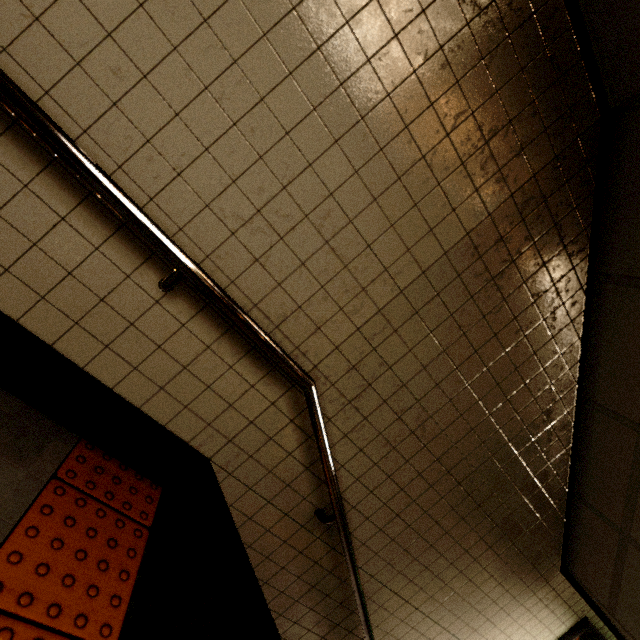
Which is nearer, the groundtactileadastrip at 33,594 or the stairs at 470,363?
the groundtactileadastrip at 33,594

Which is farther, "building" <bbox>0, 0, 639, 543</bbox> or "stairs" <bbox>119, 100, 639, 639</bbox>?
"stairs" <bbox>119, 100, 639, 639</bbox>

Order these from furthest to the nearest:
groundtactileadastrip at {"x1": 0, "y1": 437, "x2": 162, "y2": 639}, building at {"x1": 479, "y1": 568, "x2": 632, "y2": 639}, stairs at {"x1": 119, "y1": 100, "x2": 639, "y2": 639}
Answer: building at {"x1": 479, "y1": 568, "x2": 632, "y2": 639}, stairs at {"x1": 119, "y1": 100, "x2": 639, "y2": 639}, groundtactileadastrip at {"x1": 0, "y1": 437, "x2": 162, "y2": 639}

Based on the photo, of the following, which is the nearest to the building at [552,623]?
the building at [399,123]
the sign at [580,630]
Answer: the sign at [580,630]

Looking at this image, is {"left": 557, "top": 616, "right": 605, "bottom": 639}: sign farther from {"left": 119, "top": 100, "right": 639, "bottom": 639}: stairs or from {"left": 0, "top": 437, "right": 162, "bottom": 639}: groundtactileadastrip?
{"left": 0, "top": 437, "right": 162, "bottom": 639}: groundtactileadastrip

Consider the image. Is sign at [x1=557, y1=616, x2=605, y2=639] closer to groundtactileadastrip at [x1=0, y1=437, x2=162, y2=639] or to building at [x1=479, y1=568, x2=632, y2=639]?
building at [x1=479, y1=568, x2=632, y2=639]

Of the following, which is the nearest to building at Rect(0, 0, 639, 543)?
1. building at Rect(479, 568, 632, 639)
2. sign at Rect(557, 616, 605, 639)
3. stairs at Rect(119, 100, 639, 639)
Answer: stairs at Rect(119, 100, 639, 639)

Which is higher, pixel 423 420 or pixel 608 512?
pixel 608 512
